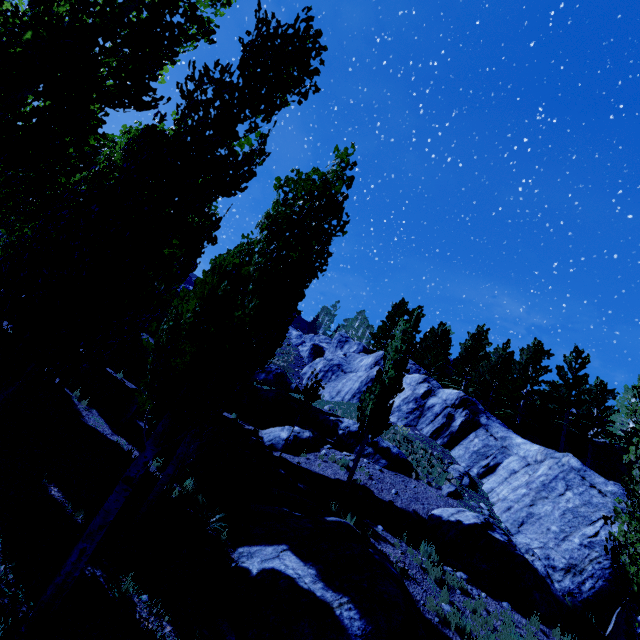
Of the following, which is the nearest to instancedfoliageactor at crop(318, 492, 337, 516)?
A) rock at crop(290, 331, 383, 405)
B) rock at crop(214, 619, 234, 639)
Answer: rock at crop(290, 331, 383, 405)

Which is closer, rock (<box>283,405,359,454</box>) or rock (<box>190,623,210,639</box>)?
rock (<box>190,623,210,639</box>)

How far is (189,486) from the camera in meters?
10.0 m

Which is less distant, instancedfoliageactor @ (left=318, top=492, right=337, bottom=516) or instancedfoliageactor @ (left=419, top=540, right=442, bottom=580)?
instancedfoliageactor @ (left=419, top=540, right=442, bottom=580)

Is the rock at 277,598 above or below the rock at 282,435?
below

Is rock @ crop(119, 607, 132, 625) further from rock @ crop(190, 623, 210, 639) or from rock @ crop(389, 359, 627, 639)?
rock @ crop(389, 359, 627, 639)

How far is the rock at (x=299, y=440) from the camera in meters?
17.4 m
